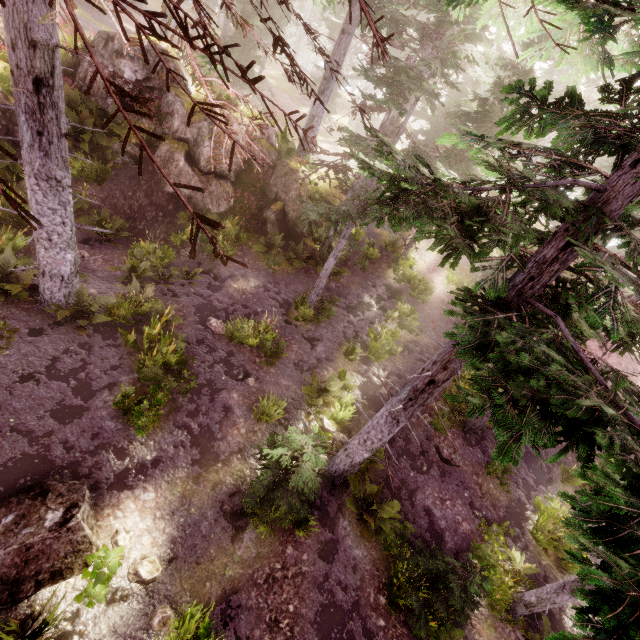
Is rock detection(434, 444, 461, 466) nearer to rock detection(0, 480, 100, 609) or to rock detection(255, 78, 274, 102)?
rock detection(0, 480, 100, 609)

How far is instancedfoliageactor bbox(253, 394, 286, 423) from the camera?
9.6 meters

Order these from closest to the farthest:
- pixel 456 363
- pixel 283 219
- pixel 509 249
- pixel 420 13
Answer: pixel 509 249
pixel 456 363
pixel 283 219
pixel 420 13

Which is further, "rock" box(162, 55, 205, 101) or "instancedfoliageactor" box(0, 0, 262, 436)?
"rock" box(162, 55, 205, 101)

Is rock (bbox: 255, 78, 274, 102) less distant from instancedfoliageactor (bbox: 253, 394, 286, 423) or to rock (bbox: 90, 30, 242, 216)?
instancedfoliageactor (bbox: 253, 394, 286, 423)

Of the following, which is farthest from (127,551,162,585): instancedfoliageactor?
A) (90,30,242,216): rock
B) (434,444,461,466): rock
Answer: (434,444,461,466): rock

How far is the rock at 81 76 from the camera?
13.2 meters

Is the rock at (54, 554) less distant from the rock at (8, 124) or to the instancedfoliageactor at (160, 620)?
the instancedfoliageactor at (160, 620)
